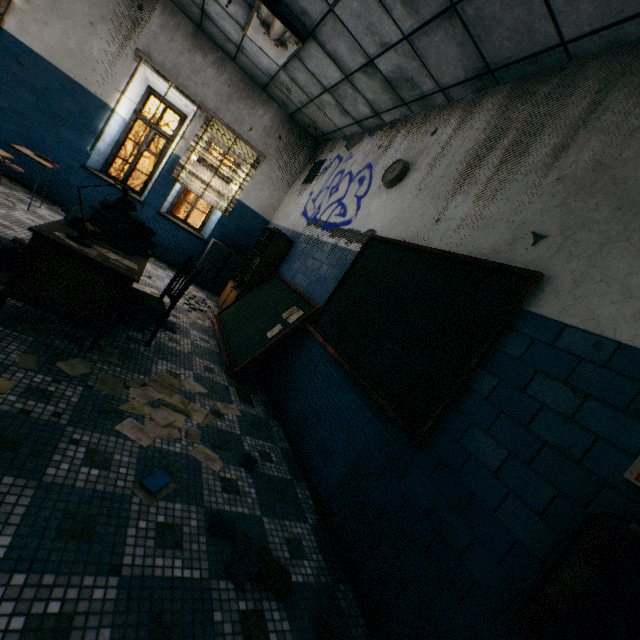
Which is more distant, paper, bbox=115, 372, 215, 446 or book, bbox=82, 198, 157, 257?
book, bbox=82, 198, 157, 257

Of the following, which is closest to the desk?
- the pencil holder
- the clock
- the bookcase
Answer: the pencil holder

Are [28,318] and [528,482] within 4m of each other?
yes

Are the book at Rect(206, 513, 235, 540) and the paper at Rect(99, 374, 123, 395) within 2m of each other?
yes

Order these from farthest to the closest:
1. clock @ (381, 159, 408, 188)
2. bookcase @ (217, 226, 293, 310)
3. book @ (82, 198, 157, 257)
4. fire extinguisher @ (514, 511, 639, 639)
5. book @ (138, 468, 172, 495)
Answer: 1. bookcase @ (217, 226, 293, 310)
2. clock @ (381, 159, 408, 188)
3. book @ (82, 198, 157, 257)
4. book @ (138, 468, 172, 495)
5. fire extinguisher @ (514, 511, 639, 639)

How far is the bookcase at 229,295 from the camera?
5.4 meters

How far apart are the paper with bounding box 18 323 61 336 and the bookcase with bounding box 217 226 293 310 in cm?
299

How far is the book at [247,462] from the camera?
2.4m
